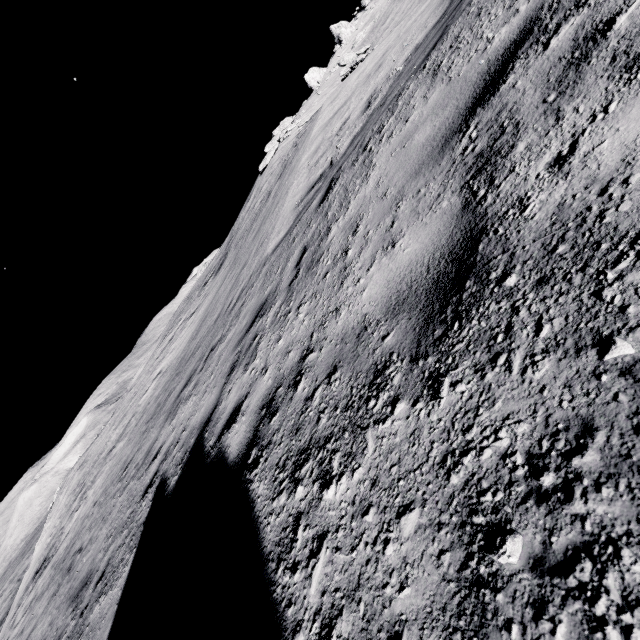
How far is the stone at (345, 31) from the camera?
42.4m

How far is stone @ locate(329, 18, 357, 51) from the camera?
42.44m

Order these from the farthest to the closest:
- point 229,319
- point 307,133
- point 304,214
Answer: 1. point 307,133
2. point 229,319
3. point 304,214
